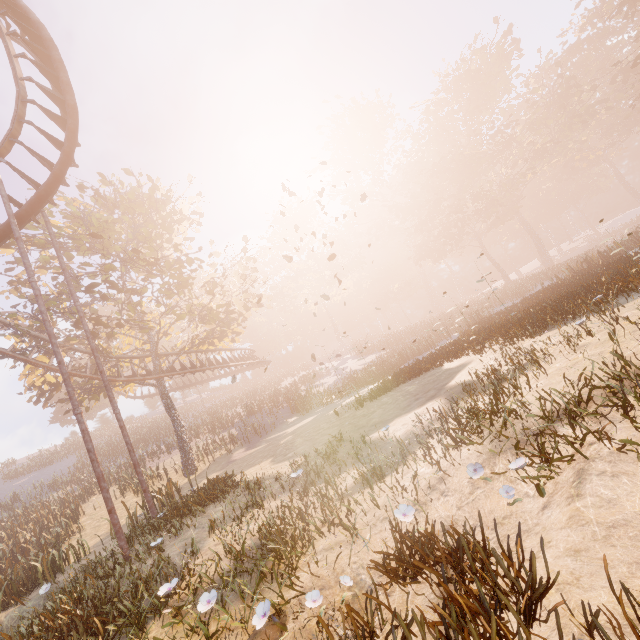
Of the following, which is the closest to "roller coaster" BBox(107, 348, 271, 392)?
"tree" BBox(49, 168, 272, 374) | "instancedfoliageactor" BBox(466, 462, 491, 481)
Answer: "tree" BBox(49, 168, 272, 374)

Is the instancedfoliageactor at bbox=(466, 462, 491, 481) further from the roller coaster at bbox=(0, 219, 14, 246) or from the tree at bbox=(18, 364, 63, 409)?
the tree at bbox=(18, 364, 63, 409)

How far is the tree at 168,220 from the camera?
17.6 meters

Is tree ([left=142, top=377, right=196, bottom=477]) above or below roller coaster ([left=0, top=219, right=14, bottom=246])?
below

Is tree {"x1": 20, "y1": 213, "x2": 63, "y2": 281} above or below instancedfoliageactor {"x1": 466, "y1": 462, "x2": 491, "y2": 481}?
above

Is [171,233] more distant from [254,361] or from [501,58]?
[501,58]

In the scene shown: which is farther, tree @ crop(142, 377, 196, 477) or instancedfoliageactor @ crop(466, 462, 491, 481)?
tree @ crop(142, 377, 196, 477)
